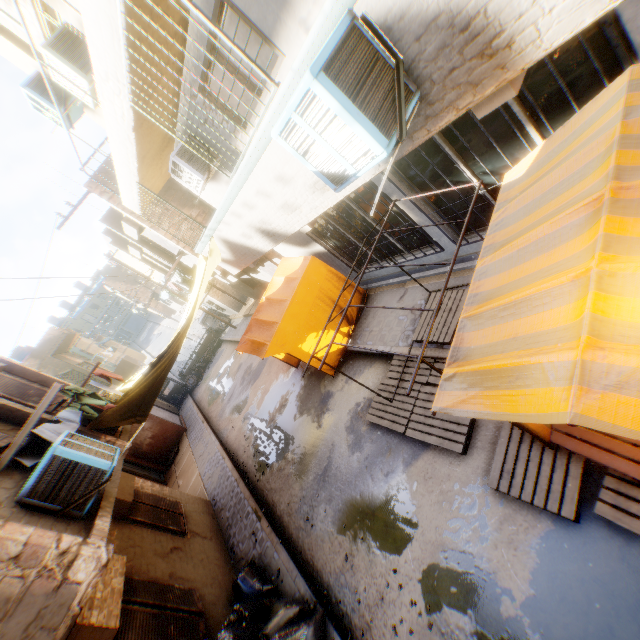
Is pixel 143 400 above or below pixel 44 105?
below

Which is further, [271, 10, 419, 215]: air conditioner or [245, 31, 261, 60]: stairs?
[245, 31, 261, 60]: stairs

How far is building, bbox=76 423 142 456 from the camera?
6.4 meters

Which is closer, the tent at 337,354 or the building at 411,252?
the building at 411,252

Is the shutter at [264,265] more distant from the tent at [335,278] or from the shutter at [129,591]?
→ the shutter at [129,591]

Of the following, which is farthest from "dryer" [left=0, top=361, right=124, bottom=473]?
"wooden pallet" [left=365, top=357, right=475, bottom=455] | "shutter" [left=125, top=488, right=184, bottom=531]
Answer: "wooden pallet" [left=365, top=357, right=475, bottom=455]

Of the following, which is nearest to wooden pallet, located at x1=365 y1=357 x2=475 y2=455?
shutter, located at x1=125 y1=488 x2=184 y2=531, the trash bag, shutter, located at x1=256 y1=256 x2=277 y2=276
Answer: the trash bag

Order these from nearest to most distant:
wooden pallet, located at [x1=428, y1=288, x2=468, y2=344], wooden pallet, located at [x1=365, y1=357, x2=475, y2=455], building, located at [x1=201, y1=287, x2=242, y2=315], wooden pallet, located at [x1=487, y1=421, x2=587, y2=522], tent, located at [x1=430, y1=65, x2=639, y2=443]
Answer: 1. tent, located at [x1=430, y1=65, x2=639, y2=443]
2. wooden pallet, located at [x1=487, y1=421, x2=587, y2=522]
3. wooden pallet, located at [x1=365, y1=357, x2=475, y2=455]
4. wooden pallet, located at [x1=428, y1=288, x2=468, y2=344]
5. building, located at [x1=201, y1=287, x2=242, y2=315]
